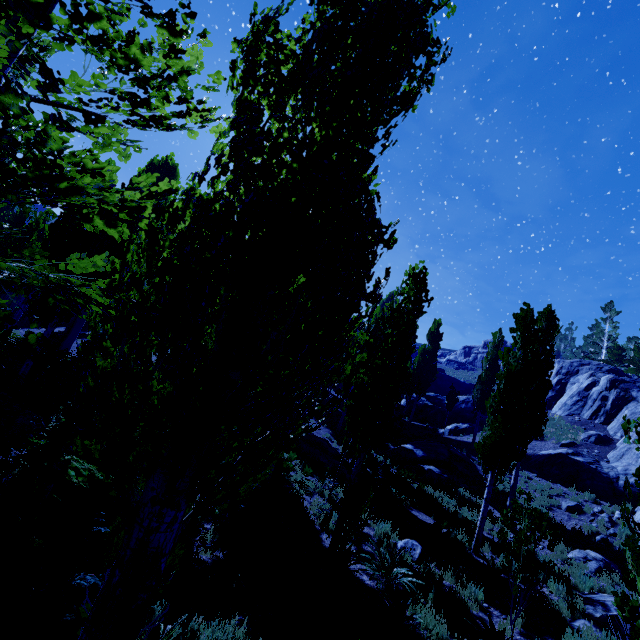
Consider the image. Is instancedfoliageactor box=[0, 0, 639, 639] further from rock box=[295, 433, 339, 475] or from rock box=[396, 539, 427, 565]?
rock box=[396, 539, 427, 565]

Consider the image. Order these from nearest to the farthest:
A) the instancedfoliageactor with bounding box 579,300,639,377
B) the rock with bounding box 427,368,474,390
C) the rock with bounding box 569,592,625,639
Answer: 1. the rock with bounding box 569,592,625,639
2. the instancedfoliageactor with bounding box 579,300,639,377
3. the rock with bounding box 427,368,474,390

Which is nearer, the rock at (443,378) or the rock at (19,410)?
the rock at (19,410)

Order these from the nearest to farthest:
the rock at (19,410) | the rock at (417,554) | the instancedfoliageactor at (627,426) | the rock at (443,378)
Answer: the instancedfoliageactor at (627,426), the rock at (417,554), the rock at (19,410), the rock at (443,378)

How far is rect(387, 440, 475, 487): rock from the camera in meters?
18.8

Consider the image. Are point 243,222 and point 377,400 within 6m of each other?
no

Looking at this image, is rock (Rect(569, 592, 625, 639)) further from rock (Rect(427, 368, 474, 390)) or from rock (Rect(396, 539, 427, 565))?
rock (Rect(427, 368, 474, 390))

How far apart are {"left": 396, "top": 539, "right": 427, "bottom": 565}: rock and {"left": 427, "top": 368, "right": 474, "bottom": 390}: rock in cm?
4363
